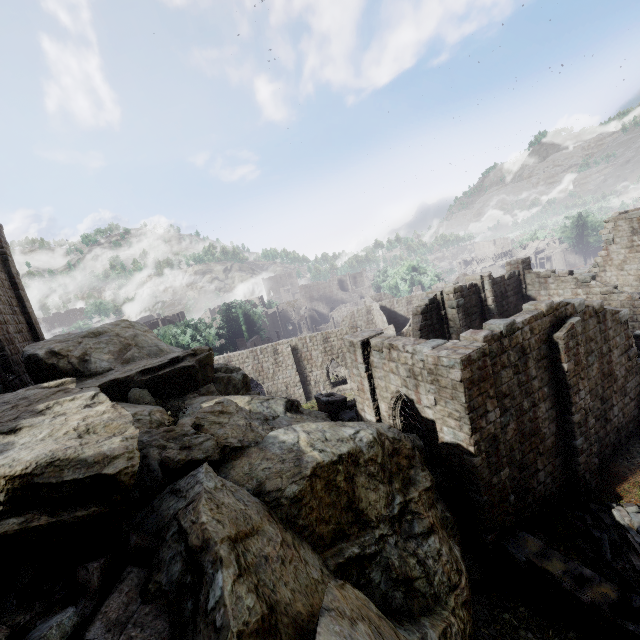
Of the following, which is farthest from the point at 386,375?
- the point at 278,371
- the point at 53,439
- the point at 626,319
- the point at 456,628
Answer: the point at 278,371

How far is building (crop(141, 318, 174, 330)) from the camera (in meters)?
49.72

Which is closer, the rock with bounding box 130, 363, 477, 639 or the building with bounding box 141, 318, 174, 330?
the rock with bounding box 130, 363, 477, 639

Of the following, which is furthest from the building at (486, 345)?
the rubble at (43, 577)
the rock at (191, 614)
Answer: the rock at (191, 614)

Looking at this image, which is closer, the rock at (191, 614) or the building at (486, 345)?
the rock at (191, 614)

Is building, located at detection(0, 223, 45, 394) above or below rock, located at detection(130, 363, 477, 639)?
above

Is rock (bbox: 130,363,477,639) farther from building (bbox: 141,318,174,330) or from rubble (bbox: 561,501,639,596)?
rubble (bbox: 561,501,639,596)

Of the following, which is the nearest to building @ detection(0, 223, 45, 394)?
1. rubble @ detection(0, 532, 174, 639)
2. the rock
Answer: rubble @ detection(0, 532, 174, 639)
